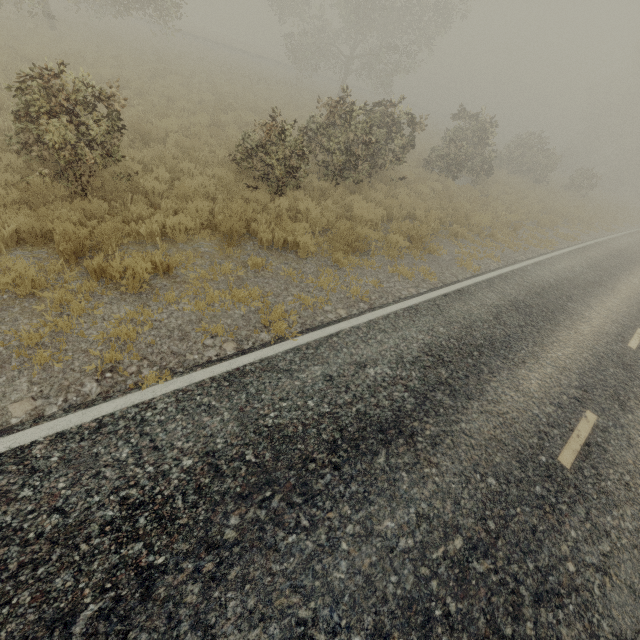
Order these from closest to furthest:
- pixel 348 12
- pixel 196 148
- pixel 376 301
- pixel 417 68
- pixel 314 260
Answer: pixel 376 301 → pixel 314 260 → pixel 196 148 → pixel 348 12 → pixel 417 68
